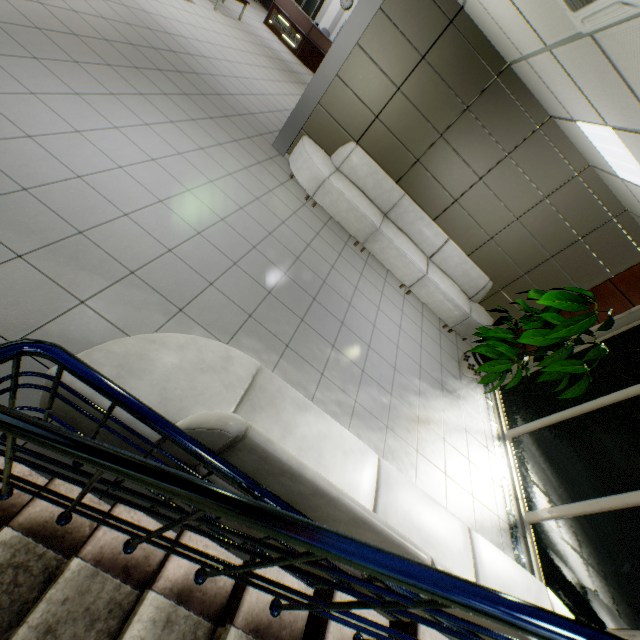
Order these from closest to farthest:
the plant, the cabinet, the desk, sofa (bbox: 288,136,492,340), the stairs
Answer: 1. the stairs
2. the plant
3. sofa (bbox: 288,136,492,340)
4. the desk
5. the cabinet

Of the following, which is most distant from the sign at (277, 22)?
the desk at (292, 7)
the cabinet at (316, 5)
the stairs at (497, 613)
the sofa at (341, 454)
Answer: the stairs at (497, 613)

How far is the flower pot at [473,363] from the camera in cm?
554

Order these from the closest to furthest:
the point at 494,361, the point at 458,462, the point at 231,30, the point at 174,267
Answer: the point at 174,267, the point at 458,462, the point at 494,361, the point at 231,30

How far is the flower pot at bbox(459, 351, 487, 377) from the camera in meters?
5.5 m

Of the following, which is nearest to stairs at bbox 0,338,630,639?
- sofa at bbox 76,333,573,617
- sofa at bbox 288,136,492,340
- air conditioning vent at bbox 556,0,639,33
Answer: sofa at bbox 76,333,573,617

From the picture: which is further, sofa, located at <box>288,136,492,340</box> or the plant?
sofa, located at <box>288,136,492,340</box>

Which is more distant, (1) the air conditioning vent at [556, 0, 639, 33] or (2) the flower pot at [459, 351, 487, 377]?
(2) the flower pot at [459, 351, 487, 377]
